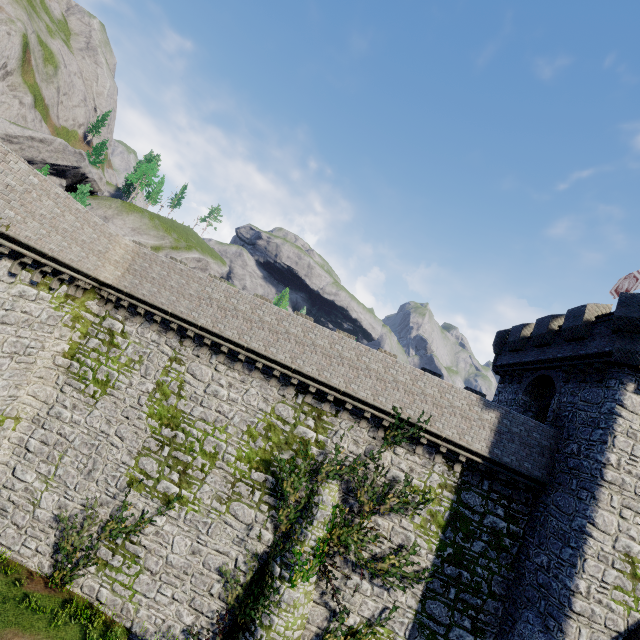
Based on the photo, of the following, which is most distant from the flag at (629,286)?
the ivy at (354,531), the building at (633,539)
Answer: the ivy at (354,531)

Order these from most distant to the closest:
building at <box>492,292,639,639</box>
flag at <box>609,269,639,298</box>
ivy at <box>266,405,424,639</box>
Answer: flag at <box>609,269,639,298</box>, ivy at <box>266,405,424,639</box>, building at <box>492,292,639,639</box>

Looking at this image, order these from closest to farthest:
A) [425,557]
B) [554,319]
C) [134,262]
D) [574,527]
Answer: [574,527], [425,557], [134,262], [554,319]

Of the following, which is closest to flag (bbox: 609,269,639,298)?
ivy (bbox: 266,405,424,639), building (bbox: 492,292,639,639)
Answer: building (bbox: 492,292,639,639)

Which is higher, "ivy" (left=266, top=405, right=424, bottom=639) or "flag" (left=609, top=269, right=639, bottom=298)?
"flag" (left=609, top=269, right=639, bottom=298)

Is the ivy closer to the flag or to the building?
the building

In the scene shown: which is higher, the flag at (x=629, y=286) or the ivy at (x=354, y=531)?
the flag at (x=629, y=286)
